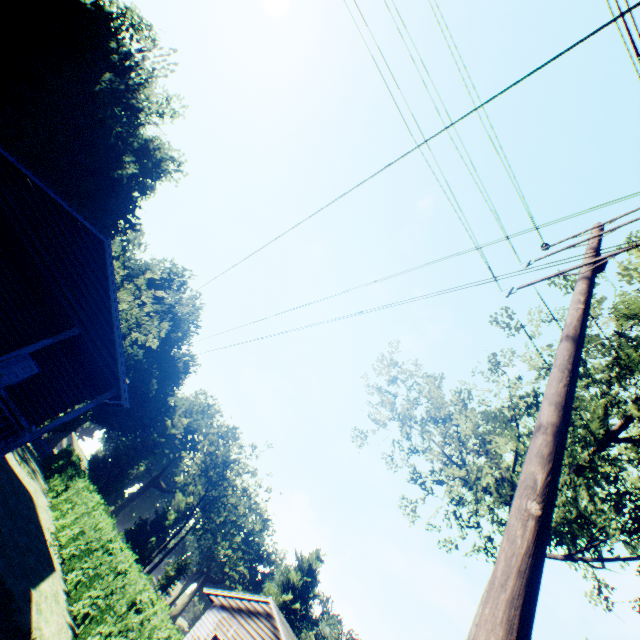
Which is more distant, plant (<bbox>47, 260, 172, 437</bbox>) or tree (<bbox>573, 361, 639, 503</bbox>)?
plant (<bbox>47, 260, 172, 437</bbox>)

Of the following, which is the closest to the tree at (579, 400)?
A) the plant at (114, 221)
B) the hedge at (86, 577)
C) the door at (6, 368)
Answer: the hedge at (86, 577)

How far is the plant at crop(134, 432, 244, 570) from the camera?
47.16m

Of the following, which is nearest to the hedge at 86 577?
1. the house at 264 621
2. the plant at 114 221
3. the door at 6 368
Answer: the door at 6 368

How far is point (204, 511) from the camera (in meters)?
54.19

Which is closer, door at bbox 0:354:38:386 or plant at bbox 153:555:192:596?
door at bbox 0:354:38:386

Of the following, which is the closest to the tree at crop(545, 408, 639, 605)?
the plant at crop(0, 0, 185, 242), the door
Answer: the door

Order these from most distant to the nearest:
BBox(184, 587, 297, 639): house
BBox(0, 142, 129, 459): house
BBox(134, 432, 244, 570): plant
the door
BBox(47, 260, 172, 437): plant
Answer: BBox(134, 432, 244, 570): plant → BBox(47, 260, 172, 437): plant → BBox(184, 587, 297, 639): house → the door → BBox(0, 142, 129, 459): house
